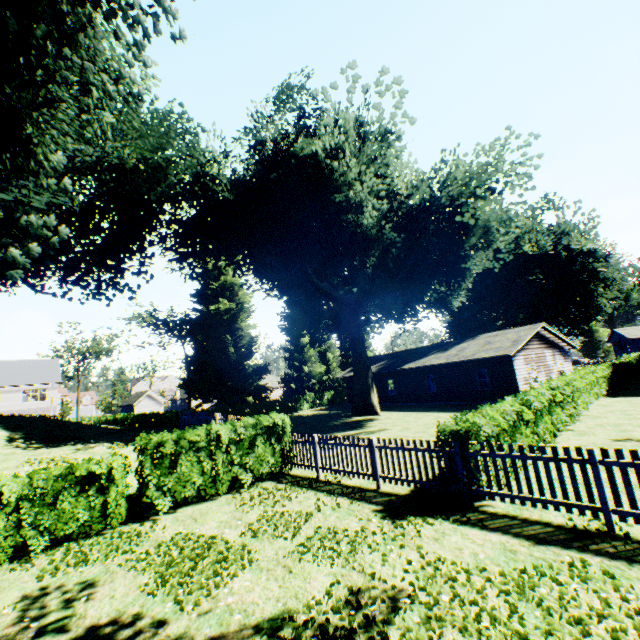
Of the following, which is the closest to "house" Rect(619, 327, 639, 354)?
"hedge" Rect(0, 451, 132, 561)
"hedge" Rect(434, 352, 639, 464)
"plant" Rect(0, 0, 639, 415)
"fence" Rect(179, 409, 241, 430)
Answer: "plant" Rect(0, 0, 639, 415)

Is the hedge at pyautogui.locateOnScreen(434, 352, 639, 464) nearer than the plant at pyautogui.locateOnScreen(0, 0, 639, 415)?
Yes

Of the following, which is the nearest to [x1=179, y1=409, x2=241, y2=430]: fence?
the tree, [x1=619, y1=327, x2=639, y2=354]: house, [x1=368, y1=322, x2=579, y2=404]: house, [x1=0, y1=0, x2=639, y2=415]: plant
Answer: [x1=0, y1=0, x2=639, y2=415]: plant

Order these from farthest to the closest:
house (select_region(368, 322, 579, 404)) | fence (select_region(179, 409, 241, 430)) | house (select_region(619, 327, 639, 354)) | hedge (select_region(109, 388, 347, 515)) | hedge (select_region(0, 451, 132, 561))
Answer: house (select_region(619, 327, 639, 354)) → house (select_region(368, 322, 579, 404)) → fence (select_region(179, 409, 241, 430)) → hedge (select_region(109, 388, 347, 515)) → hedge (select_region(0, 451, 132, 561))

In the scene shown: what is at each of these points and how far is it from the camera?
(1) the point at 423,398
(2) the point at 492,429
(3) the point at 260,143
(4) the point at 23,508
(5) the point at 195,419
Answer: (1) house, 30.1 meters
(2) hedge, 7.8 meters
(3) plant, 24.2 meters
(4) hedge, 7.4 meters
(5) fence, 18.4 meters

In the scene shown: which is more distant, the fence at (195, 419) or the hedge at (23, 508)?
the fence at (195, 419)

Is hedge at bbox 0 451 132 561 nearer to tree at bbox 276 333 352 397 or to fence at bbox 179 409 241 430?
fence at bbox 179 409 241 430

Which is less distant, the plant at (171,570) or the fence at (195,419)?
the plant at (171,570)
